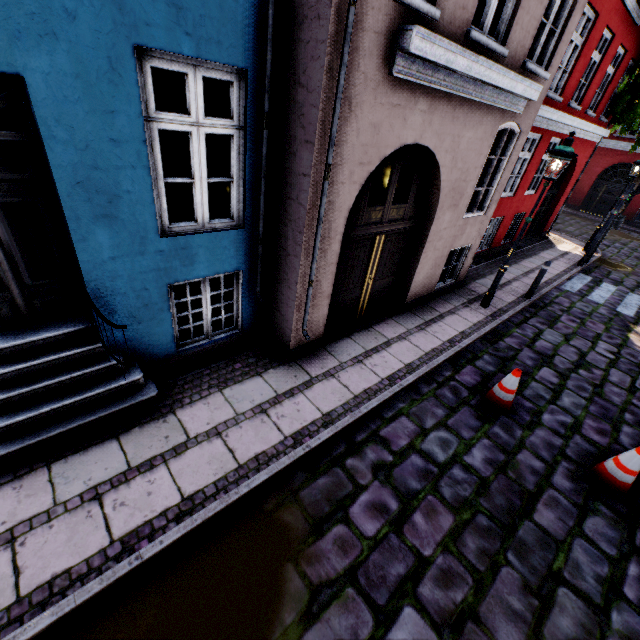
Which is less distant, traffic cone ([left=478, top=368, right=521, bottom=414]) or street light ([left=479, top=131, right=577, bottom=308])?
Result: traffic cone ([left=478, top=368, right=521, bottom=414])

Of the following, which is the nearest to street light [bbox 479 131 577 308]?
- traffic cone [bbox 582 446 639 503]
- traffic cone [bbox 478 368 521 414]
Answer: traffic cone [bbox 478 368 521 414]

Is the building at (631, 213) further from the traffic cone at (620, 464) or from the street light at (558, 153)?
the traffic cone at (620, 464)

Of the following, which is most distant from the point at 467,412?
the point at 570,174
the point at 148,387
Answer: the point at 570,174

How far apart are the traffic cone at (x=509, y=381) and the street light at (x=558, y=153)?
3.1m

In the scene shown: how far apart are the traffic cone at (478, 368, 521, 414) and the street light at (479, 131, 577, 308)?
3.1 meters

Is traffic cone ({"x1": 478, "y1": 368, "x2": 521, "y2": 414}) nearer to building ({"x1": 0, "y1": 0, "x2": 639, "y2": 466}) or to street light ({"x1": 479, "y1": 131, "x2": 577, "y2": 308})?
building ({"x1": 0, "y1": 0, "x2": 639, "y2": 466})

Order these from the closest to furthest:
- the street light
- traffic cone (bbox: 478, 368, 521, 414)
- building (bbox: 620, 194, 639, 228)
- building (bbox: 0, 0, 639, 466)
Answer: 1. building (bbox: 0, 0, 639, 466)
2. traffic cone (bbox: 478, 368, 521, 414)
3. the street light
4. building (bbox: 620, 194, 639, 228)
